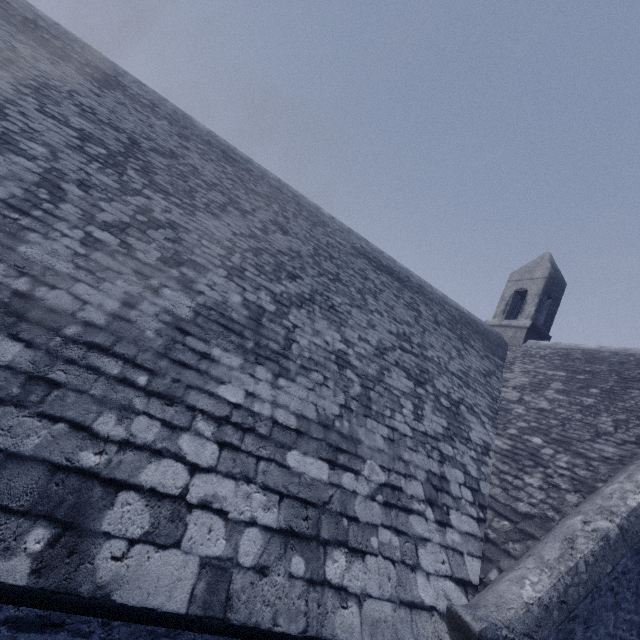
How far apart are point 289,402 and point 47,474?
2.3 meters
